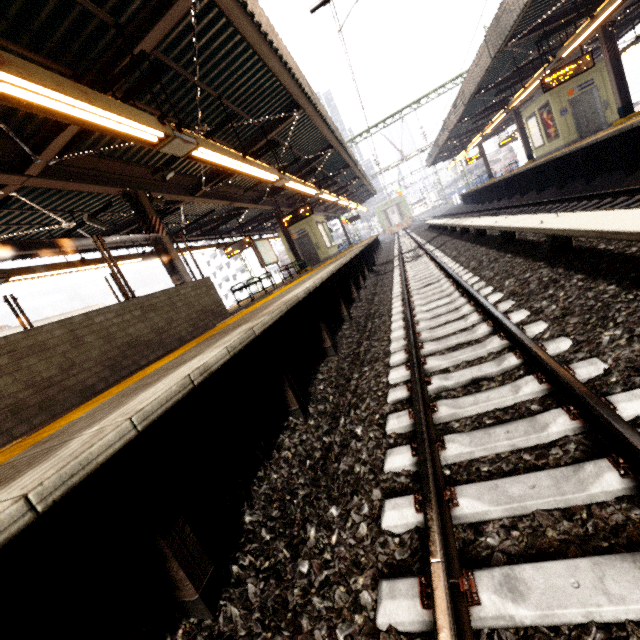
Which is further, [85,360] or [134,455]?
[85,360]

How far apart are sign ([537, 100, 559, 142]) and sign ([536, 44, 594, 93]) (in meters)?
4.76

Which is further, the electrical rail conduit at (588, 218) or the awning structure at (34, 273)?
the awning structure at (34, 273)

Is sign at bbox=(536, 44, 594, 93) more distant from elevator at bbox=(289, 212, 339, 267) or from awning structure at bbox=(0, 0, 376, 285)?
elevator at bbox=(289, 212, 339, 267)

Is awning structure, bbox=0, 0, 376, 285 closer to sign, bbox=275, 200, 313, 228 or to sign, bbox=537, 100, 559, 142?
sign, bbox=275, 200, 313, 228

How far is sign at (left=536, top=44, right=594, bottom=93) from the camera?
10.8 meters

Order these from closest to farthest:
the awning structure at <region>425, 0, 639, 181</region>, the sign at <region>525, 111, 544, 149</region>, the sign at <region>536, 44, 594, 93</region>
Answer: the awning structure at <region>425, 0, 639, 181</region>, the sign at <region>536, 44, 594, 93</region>, the sign at <region>525, 111, 544, 149</region>

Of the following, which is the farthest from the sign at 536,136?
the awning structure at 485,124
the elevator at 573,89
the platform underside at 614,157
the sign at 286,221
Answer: the sign at 286,221
